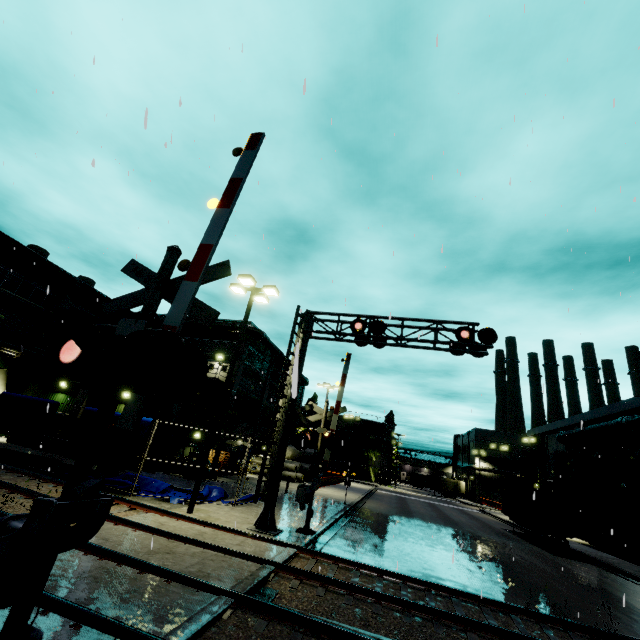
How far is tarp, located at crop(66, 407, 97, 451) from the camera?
14.9m

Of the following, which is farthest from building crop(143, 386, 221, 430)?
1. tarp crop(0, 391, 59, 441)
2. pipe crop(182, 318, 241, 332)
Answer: tarp crop(0, 391, 59, 441)

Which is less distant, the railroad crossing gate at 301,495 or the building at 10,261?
the railroad crossing gate at 301,495

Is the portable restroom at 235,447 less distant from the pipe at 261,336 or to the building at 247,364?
the building at 247,364

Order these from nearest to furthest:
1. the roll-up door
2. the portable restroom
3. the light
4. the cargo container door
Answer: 1. the light
2. the cargo container door
3. the roll-up door
4. the portable restroom

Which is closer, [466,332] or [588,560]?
[466,332]

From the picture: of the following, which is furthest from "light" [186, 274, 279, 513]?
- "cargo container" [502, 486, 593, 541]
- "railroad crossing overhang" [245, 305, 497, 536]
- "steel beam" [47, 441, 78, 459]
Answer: "cargo container" [502, 486, 593, 541]

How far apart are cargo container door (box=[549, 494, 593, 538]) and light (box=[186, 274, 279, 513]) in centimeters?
2230cm
